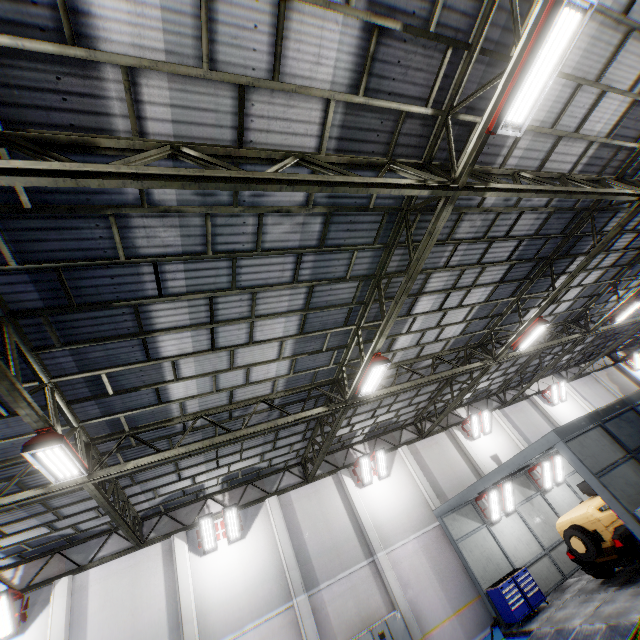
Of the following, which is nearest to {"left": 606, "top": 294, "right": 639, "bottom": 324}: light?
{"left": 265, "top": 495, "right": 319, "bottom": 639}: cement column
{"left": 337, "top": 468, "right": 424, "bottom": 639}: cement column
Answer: {"left": 337, "top": 468, "right": 424, "bottom": 639}: cement column

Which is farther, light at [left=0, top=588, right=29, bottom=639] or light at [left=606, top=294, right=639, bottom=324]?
light at [left=606, top=294, right=639, bottom=324]

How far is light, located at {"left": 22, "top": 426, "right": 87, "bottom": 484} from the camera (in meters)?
5.89

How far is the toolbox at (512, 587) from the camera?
11.88m

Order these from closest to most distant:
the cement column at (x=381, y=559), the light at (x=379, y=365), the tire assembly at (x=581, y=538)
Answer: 1. the light at (x=379, y=365)
2. the tire assembly at (x=581, y=538)
3. the cement column at (x=381, y=559)

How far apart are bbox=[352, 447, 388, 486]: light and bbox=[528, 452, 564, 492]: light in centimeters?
826cm

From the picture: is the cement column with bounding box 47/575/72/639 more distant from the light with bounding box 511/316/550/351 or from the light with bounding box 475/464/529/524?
the light with bounding box 511/316/550/351

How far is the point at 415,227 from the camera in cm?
786
